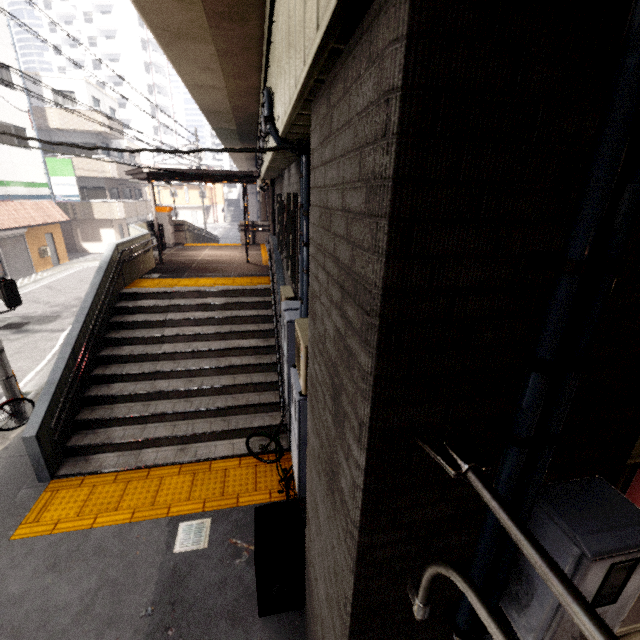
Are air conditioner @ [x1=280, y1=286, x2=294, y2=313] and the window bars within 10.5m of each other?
yes

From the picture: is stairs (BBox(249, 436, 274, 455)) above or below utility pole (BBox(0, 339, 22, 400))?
below

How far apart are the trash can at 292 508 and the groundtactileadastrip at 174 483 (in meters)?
0.98

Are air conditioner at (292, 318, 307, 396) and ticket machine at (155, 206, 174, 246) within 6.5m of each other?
no

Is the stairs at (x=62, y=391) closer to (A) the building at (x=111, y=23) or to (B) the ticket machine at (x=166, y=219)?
(B) the ticket machine at (x=166, y=219)

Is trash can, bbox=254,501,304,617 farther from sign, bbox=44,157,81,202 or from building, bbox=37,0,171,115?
building, bbox=37,0,171,115

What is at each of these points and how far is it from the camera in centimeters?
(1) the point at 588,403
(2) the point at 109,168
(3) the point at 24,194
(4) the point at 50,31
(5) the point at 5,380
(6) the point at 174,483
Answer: (1) concrete pillar, 133cm
(2) balcony, 2361cm
(3) sign, 1864cm
(4) building, 5303cm
(5) utility pole, 646cm
(6) groundtactileadastrip, 554cm

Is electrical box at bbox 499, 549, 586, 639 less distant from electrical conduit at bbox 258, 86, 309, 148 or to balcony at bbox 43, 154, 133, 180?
electrical conduit at bbox 258, 86, 309, 148
